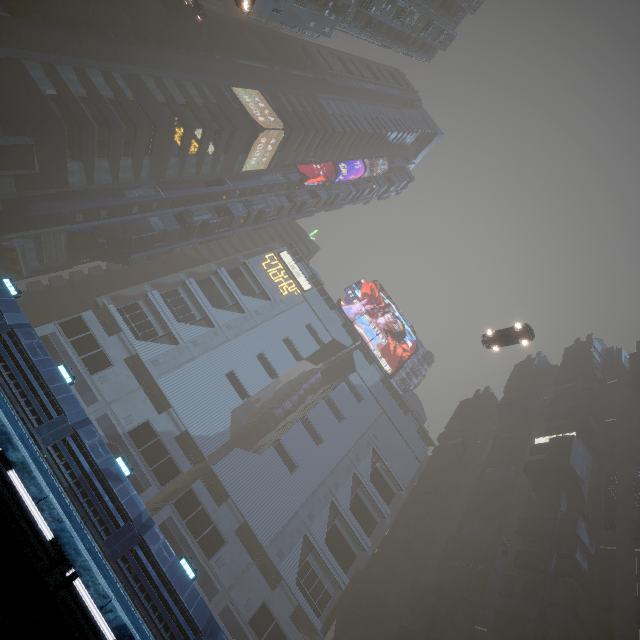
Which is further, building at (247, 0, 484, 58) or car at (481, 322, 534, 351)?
building at (247, 0, 484, 58)

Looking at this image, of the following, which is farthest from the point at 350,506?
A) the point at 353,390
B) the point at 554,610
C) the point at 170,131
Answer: the point at 170,131

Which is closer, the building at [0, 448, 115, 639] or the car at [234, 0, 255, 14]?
the building at [0, 448, 115, 639]

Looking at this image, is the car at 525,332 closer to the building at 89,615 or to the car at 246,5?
the building at 89,615

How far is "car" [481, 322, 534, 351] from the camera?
28.8 meters

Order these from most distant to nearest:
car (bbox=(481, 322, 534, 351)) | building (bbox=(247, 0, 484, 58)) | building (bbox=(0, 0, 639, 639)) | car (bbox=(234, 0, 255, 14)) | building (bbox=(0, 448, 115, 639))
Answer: building (bbox=(247, 0, 484, 58)) → building (bbox=(0, 0, 639, 639)) → car (bbox=(481, 322, 534, 351)) → car (bbox=(234, 0, 255, 14)) → building (bbox=(0, 448, 115, 639))

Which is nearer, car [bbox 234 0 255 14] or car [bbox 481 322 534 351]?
car [bbox 234 0 255 14]

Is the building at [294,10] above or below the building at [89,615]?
above
